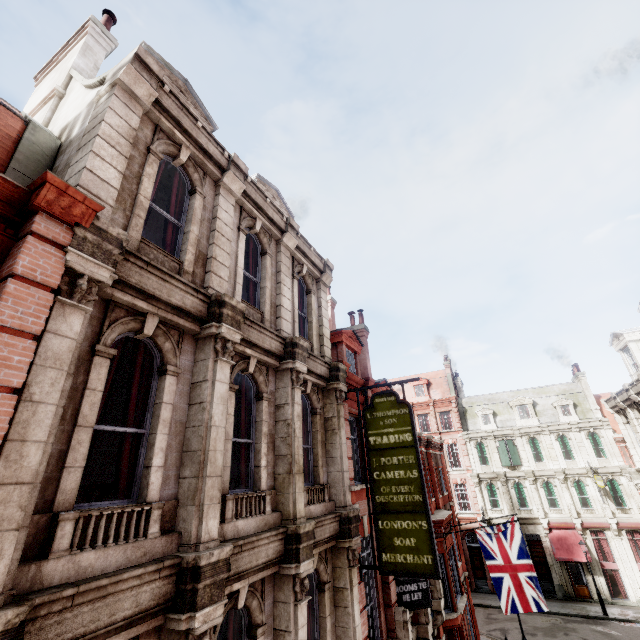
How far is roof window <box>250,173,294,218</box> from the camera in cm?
1176

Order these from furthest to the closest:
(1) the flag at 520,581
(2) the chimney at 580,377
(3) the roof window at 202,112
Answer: (2) the chimney at 580,377, (1) the flag at 520,581, (3) the roof window at 202,112

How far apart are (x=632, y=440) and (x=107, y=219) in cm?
2739

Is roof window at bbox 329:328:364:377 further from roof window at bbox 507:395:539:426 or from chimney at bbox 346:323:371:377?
roof window at bbox 507:395:539:426

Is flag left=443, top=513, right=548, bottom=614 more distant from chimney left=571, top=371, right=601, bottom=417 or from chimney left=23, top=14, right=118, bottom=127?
chimney left=571, top=371, right=601, bottom=417

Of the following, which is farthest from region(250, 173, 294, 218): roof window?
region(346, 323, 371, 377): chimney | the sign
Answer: region(346, 323, 371, 377): chimney

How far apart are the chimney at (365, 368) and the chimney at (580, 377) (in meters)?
28.33

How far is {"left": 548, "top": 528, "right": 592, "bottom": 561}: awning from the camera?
26.7 meters
